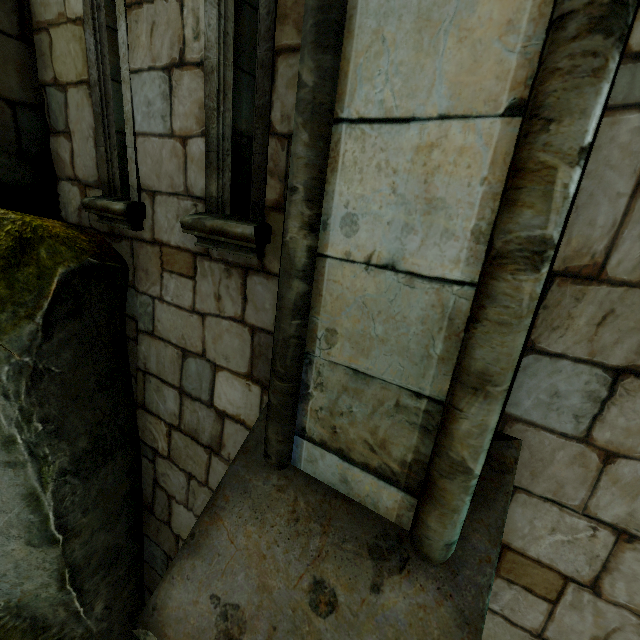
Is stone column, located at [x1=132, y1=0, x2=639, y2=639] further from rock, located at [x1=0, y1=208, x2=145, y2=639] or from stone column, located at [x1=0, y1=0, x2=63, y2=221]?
stone column, located at [x1=0, y1=0, x2=63, y2=221]

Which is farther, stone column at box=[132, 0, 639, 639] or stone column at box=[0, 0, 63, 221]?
stone column at box=[0, 0, 63, 221]

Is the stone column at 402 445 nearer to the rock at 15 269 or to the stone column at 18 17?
the rock at 15 269

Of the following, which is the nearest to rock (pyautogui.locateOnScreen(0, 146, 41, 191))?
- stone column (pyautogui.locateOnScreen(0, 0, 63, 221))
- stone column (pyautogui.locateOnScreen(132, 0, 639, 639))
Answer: stone column (pyautogui.locateOnScreen(0, 0, 63, 221))

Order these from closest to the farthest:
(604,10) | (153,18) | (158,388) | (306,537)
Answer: (604,10), (306,537), (153,18), (158,388)
